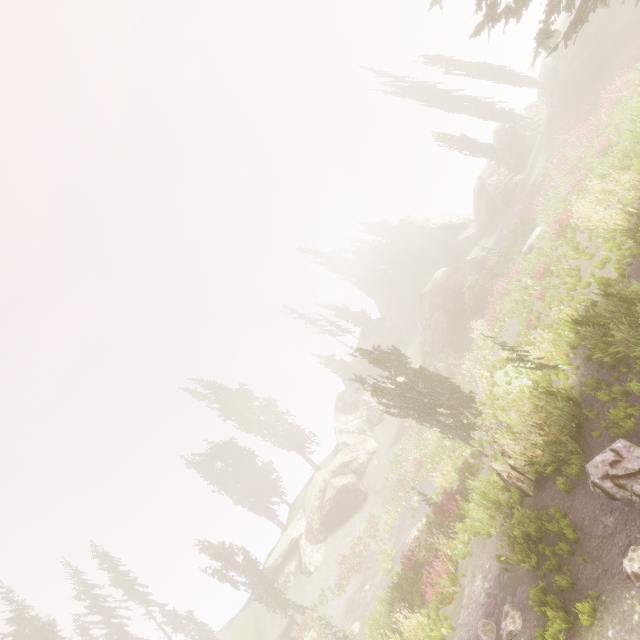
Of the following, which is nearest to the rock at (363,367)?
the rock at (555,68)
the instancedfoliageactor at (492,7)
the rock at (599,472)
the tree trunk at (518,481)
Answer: the instancedfoliageactor at (492,7)

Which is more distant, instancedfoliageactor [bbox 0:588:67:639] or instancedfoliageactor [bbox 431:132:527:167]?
instancedfoliageactor [bbox 431:132:527:167]

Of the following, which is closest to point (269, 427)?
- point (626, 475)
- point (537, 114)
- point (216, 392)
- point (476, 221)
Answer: point (216, 392)

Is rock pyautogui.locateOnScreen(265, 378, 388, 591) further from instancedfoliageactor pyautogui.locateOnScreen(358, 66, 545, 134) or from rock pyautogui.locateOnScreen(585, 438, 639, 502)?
rock pyautogui.locateOnScreen(585, 438, 639, 502)

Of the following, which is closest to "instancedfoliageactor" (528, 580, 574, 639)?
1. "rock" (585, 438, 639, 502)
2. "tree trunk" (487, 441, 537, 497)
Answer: "rock" (585, 438, 639, 502)

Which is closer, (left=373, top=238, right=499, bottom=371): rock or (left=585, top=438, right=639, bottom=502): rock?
(left=585, top=438, right=639, bottom=502): rock

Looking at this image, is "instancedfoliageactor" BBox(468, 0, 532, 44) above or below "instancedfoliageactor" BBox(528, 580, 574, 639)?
above

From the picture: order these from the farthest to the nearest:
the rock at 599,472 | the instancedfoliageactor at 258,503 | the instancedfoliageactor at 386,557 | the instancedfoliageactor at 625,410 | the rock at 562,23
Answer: the instancedfoliageactor at 258,503 < the rock at 562,23 < the instancedfoliageactor at 386,557 < the instancedfoliageactor at 625,410 < the rock at 599,472
